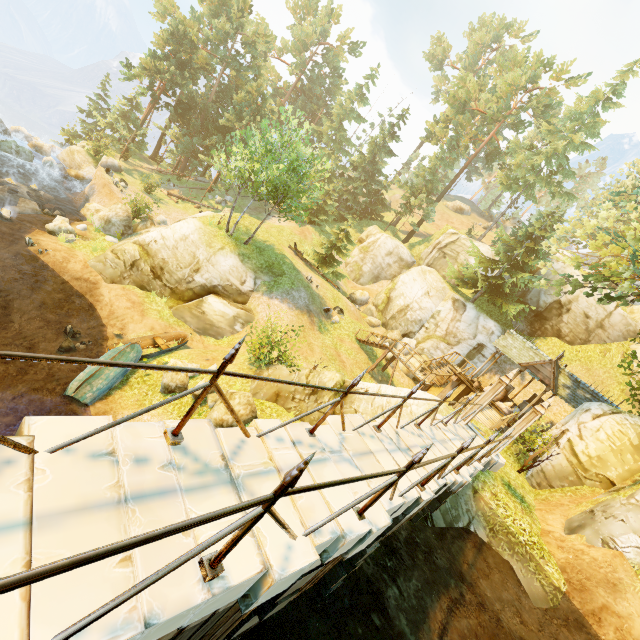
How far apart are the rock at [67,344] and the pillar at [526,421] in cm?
1788

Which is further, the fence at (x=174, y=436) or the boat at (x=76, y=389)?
the boat at (x=76, y=389)

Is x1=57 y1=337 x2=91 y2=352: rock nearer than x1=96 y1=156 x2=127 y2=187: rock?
Yes

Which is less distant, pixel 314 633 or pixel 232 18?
pixel 314 633

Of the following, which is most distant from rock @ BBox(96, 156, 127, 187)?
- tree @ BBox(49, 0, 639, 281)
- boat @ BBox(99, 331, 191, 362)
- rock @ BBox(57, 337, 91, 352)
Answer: boat @ BBox(99, 331, 191, 362)

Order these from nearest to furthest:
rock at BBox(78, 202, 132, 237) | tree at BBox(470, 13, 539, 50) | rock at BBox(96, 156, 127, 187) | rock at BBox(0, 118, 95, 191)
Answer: rock at BBox(78, 202, 132, 237), rock at BBox(0, 118, 95, 191), rock at BBox(96, 156, 127, 187), tree at BBox(470, 13, 539, 50)

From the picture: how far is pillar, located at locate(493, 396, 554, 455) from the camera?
10.5 meters

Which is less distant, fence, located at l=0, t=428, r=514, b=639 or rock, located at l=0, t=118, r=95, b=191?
fence, located at l=0, t=428, r=514, b=639
